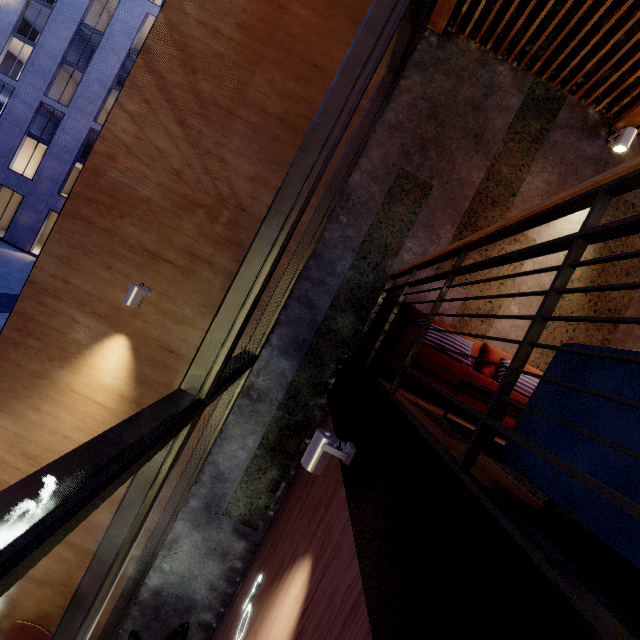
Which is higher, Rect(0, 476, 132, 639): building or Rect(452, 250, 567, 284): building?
Rect(452, 250, 567, 284): building

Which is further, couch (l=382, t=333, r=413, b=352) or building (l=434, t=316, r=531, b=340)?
building (l=434, t=316, r=531, b=340)

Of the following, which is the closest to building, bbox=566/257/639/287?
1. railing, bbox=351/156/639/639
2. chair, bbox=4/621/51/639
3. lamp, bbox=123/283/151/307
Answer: railing, bbox=351/156/639/639

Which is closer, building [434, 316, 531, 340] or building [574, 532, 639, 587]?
building [574, 532, 639, 587]

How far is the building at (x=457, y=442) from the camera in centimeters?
154cm

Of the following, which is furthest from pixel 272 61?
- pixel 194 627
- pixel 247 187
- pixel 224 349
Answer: pixel 194 627

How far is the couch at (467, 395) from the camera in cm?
300

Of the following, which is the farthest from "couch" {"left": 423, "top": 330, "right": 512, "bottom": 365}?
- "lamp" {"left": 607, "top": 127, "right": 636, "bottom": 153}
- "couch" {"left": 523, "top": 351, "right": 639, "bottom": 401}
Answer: "lamp" {"left": 607, "top": 127, "right": 636, "bottom": 153}
